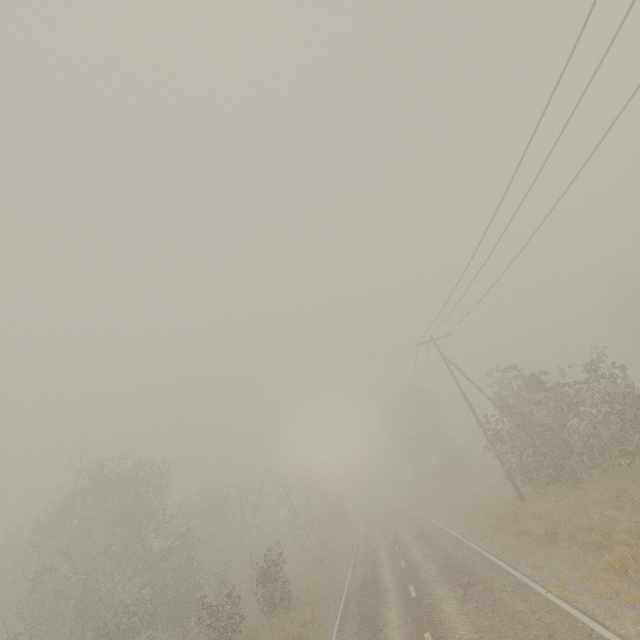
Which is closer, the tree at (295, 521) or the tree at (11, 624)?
the tree at (11, 624)

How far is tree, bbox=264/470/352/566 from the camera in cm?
3011

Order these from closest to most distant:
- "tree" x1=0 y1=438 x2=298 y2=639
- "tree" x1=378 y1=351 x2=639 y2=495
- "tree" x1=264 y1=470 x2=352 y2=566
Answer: "tree" x1=378 y1=351 x2=639 y2=495
"tree" x1=0 y1=438 x2=298 y2=639
"tree" x1=264 y1=470 x2=352 y2=566

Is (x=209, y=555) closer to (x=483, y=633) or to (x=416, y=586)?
(x=416, y=586)

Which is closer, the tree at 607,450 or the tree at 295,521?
the tree at 607,450

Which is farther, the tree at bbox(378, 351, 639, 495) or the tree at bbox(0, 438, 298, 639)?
the tree at bbox(0, 438, 298, 639)

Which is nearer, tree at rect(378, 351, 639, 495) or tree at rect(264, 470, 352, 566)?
tree at rect(378, 351, 639, 495)
